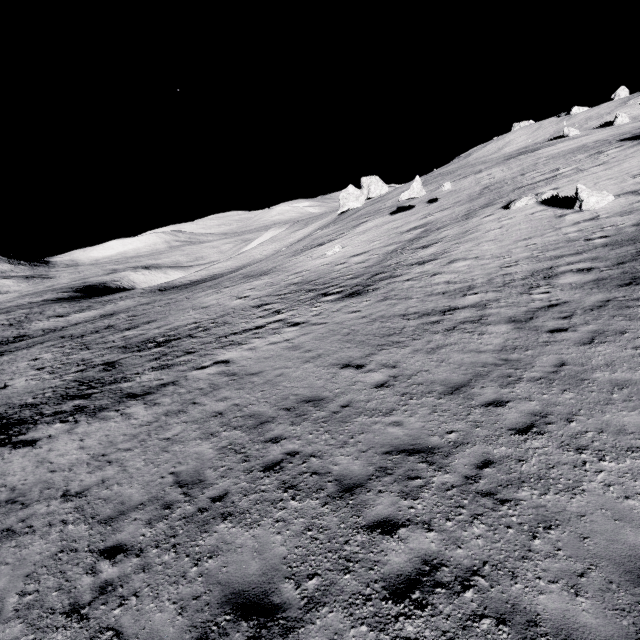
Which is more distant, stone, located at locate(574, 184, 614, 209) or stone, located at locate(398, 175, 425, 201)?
stone, located at locate(398, 175, 425, 201)

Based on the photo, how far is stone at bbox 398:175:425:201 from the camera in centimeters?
3231cm

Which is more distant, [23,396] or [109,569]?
[23,396]

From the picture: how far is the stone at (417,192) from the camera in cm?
3231

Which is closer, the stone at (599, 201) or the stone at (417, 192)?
the stone at (599, 201)

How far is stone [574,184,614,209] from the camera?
18.0 meters

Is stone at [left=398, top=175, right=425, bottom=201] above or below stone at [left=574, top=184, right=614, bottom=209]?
above
